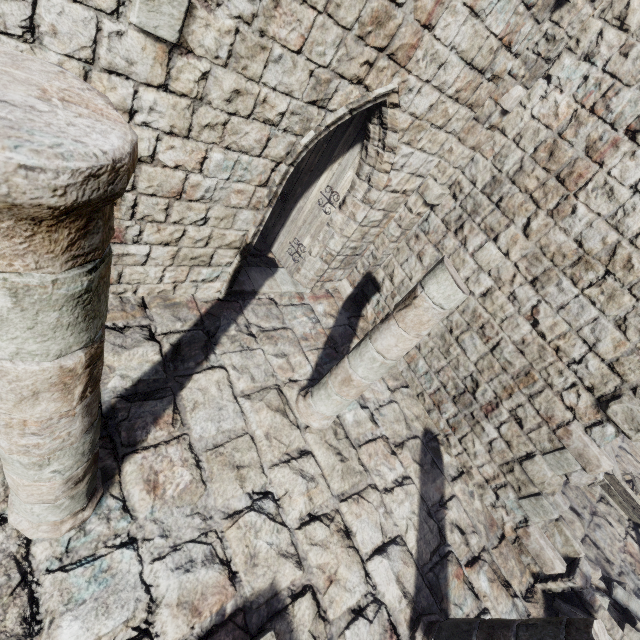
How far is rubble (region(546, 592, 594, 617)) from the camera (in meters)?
5.22

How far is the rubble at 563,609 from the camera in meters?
5.2 m

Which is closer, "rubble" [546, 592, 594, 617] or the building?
the building

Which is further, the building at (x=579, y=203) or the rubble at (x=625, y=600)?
the rubble at (x=625, y=600)

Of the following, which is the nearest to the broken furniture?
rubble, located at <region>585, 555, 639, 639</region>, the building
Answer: the building

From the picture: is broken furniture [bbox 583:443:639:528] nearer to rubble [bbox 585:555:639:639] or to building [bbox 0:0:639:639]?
building [bbox 0:0:639:639]

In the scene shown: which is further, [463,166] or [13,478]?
[463,166]
